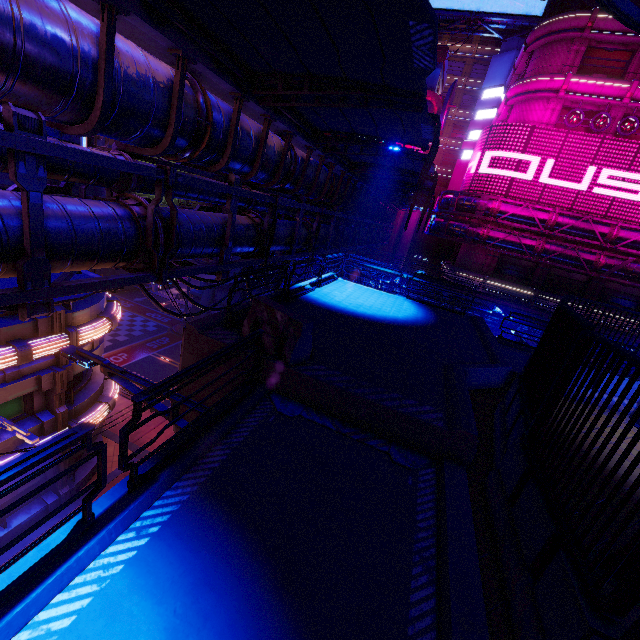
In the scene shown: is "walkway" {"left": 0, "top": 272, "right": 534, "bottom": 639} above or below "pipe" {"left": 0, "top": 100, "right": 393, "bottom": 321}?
below

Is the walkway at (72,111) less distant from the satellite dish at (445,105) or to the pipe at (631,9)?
the pipe at (631,9)

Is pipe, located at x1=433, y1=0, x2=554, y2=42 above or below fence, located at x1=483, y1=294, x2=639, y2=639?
above

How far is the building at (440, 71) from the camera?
38.06m

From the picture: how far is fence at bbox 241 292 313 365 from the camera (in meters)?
6.06

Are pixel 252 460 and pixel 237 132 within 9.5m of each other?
yes

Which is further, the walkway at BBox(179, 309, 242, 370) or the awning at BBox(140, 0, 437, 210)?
the walkway at BBox(179, 309, 242, 370)

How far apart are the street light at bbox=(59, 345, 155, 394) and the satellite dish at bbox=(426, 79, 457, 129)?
44.10m
